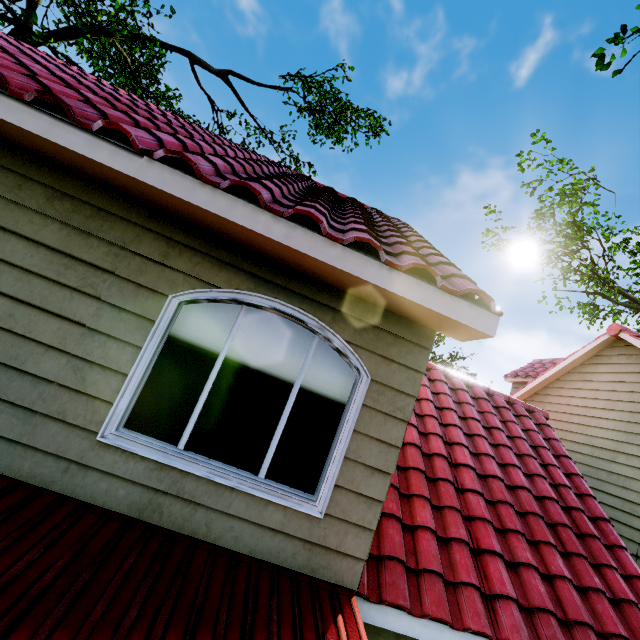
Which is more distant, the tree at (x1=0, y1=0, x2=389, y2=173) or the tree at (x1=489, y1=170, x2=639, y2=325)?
the tree at (x1=489, y1=170, x2=639, y2=325)

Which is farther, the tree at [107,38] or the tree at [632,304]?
the tree at [632,304]

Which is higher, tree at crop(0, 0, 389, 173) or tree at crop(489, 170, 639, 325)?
tree at crop(489, 170, 639, 325)

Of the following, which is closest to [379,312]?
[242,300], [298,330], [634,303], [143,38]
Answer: [298,330]

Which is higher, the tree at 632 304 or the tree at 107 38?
the tree at 632 304
